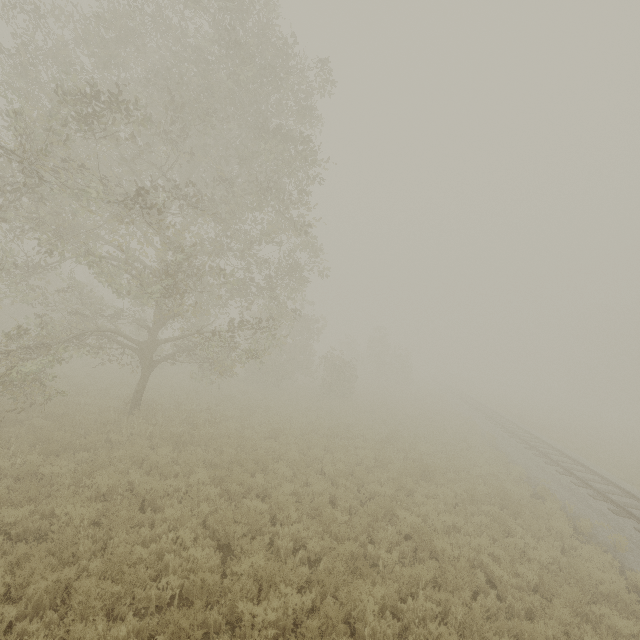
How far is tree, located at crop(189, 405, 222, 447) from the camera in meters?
12.3

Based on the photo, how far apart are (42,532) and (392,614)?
7.4 meters

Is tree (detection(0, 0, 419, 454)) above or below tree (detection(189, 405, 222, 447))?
above

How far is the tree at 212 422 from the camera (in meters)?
12.33

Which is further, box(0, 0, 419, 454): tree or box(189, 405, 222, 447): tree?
box(189, 405, 222, 447): tree

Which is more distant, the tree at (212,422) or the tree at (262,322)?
the tree at (212,422)
